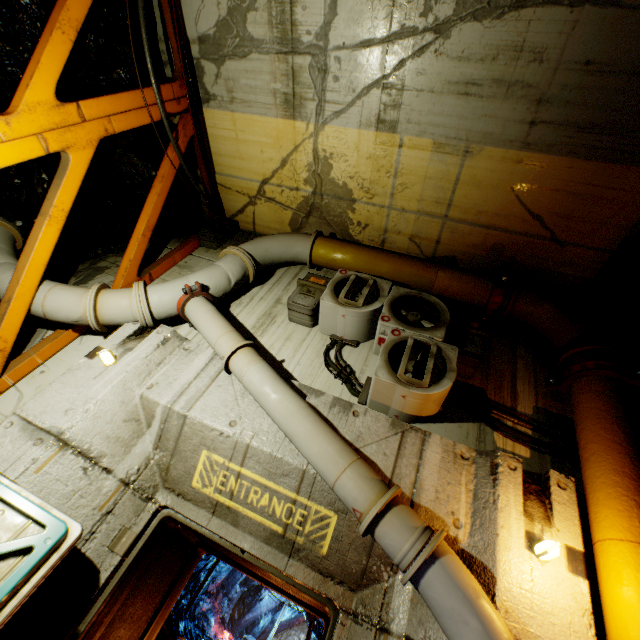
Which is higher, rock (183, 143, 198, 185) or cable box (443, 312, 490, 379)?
rock (183, 143, 198, 185)

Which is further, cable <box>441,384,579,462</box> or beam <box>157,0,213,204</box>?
beam <box>157,0,213,204</box>

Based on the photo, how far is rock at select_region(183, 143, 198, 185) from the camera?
5.65m

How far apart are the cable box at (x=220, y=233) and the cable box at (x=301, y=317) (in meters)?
2.21

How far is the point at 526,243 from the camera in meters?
4.7

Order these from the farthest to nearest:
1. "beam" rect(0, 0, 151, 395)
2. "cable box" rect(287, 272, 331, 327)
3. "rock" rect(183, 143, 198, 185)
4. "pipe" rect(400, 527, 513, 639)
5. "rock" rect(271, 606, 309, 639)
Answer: "rock" rect(271, 606, 309, 639) < "rock" rect(183, 143, 198, 185) < "cable box" rect(287, 272, 331, 327) < "beam" rect(0, 0, 151, 395) < "pipe" rect(400, 527, 513, 639)

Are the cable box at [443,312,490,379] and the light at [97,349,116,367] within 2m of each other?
no

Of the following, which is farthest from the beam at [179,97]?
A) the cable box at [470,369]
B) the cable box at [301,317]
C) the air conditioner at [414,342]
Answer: the cable box at [470,369]
